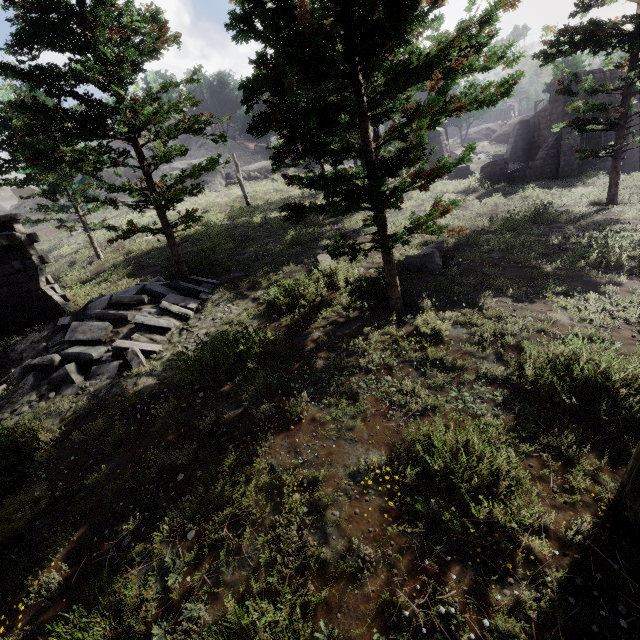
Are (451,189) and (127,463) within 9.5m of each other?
no

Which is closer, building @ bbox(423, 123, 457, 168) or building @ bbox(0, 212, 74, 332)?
building @ bbox(0, 212, 74, 332)

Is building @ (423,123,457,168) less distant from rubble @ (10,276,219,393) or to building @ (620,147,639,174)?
building @ (620,147,639,174)

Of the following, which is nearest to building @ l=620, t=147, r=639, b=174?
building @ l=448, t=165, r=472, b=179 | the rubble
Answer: building @ l=448, t=165, r=472, b=179

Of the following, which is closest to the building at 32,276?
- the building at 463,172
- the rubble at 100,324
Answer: the rubble at 100,324

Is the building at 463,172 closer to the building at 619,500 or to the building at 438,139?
the building at 438,139

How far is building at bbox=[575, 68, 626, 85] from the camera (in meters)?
19.61

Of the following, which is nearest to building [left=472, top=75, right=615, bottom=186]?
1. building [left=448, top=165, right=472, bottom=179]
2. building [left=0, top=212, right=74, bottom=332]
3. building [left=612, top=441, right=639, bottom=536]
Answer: building [left=448, top=165, right=472, bottom=179]
